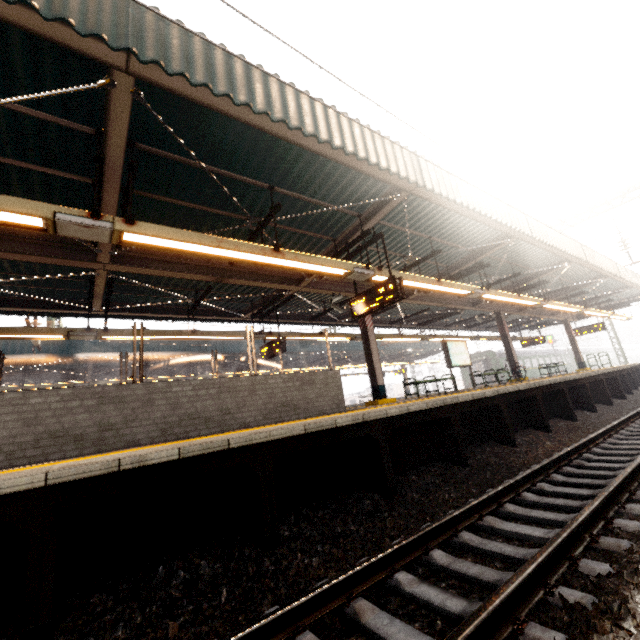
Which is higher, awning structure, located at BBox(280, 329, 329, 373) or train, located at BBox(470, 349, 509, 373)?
awning structure, located at BBox(280, 329, 329, 373)

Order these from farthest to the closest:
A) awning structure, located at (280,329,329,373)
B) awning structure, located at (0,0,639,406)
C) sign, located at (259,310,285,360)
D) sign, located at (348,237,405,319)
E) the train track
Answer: awning structure, located at (280,329,329,373) → sign, located at (259,310,285,360) → sign, located at (348,237,405,319) → awning structure, located at (0,0,639,406) → the train track

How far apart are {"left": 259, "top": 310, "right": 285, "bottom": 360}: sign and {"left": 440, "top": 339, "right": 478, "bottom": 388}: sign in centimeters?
641cm

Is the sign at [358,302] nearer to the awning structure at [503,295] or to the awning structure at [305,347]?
the awning structure at [503,295]

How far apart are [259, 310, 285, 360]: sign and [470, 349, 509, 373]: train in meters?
26.3

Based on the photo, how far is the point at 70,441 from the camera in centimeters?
462cm

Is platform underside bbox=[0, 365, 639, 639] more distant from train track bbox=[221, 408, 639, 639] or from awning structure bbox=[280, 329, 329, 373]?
awning structure bbox=[280, 329, 329, 373]

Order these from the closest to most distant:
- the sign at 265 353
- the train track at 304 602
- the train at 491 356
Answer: the train track at 304 602, the sign at 265 353, the train at 491 356
